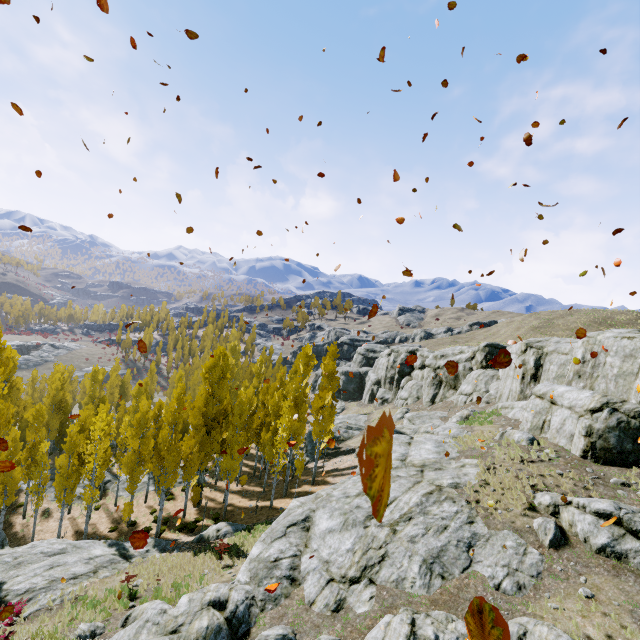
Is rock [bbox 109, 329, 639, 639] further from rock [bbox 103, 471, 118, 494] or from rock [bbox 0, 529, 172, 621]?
rock [bbox 103, 471, 118, 494]

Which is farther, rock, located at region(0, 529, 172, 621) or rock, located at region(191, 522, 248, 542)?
rock, located at region(191, 522, 248, 542)

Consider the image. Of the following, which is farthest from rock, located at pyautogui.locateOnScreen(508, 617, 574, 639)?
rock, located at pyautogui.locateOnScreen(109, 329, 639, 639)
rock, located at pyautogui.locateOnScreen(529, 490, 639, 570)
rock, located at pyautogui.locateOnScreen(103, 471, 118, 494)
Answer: rock, located at pyautogui.locateOnScreen(103, 471, 118, 494)

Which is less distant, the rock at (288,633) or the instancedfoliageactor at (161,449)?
the rock at (288,633)

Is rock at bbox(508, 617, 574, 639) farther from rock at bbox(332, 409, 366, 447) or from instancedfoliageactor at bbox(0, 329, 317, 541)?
rock at bbox(332, 409, 366, 447)

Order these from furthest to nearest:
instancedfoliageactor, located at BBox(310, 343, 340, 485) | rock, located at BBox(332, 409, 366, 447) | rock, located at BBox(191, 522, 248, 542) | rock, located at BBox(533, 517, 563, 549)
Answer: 1. rock, located at BBox(332, 409, 366, 447)
2. instancedfoliageactor, located at BBox(310, 343, 340, 485)
3. rock, located at BBox(191, 522, 248, 542)
4. rock, located at BBox(533, 517, 563, 549)

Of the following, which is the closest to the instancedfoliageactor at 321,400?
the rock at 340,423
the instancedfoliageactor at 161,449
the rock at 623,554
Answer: the instancedfoliageactor at 161,449

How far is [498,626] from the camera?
1.46m
